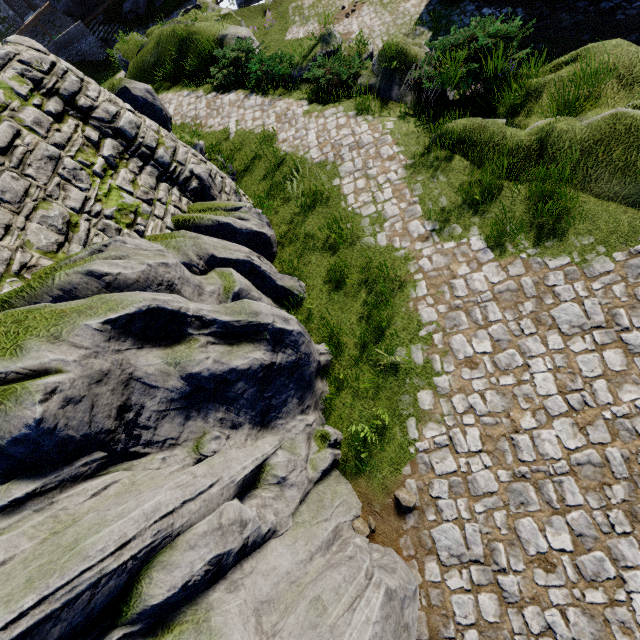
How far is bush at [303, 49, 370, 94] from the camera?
10.4 meters

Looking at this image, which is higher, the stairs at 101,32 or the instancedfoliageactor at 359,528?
the stairs at 101,32

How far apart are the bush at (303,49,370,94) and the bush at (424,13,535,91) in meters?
2.3

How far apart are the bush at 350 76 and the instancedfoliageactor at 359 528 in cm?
1192

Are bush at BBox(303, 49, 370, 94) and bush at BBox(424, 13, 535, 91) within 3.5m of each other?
yes

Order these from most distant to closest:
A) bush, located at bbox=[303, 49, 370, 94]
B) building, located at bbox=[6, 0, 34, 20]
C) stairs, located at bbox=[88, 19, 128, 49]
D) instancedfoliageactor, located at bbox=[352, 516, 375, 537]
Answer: building, located at bbox=[6, 0, 34, 20]
stairs, located at bbox=[88, 19, 128, 49]
bush, located at bbox=[303, 49, 370, 94]
instancedfoliageactor, located at bbox=[352, 516, 375, 537]

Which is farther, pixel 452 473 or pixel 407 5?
pixel 407 5

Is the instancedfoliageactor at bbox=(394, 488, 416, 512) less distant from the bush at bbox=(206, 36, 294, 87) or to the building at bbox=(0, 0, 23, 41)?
the bush at bbox=(206, 36, 294, 87)
